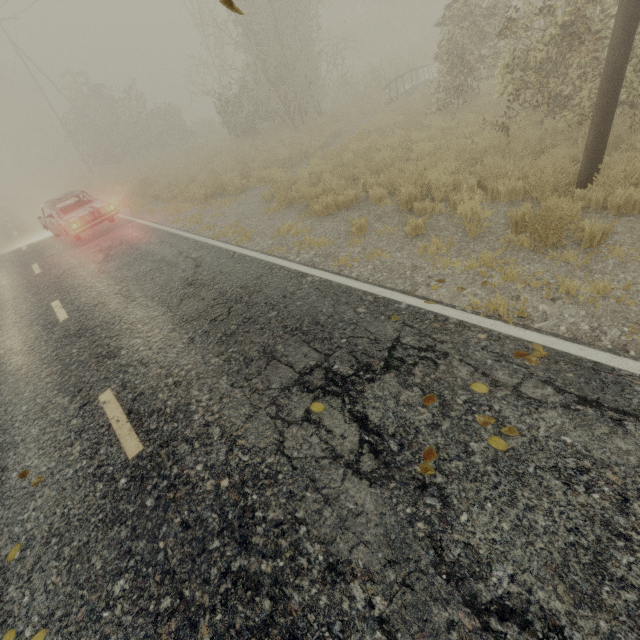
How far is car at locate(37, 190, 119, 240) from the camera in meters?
11.1

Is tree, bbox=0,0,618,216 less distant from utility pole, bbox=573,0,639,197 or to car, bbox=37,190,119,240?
car, bbox=37,190,119,240

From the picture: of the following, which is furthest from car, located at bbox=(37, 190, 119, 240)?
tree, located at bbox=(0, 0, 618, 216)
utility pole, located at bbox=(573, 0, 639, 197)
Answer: utility pole, located at bbox=(573, 0, 639, 197)

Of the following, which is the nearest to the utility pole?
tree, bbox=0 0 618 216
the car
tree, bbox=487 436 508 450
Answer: tree, bbox=487 436 508 450

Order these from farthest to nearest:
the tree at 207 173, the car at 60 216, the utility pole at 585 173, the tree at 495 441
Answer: the car at 60 216, the tree at 207 173, the utility pole at 585 173, the tree at 495 441

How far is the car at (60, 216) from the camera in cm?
1109

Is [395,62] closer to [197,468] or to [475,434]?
[475,434]
